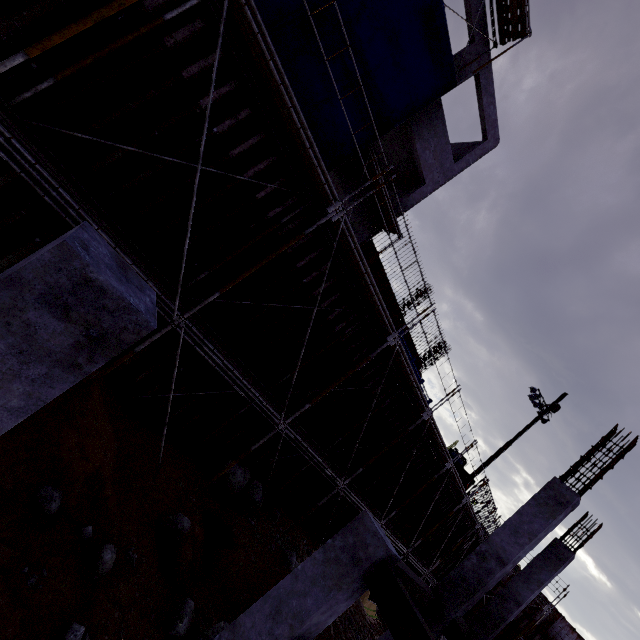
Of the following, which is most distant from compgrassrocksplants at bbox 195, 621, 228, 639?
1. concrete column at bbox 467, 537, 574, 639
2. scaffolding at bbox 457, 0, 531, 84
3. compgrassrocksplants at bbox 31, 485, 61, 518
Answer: scaffolding at bbox 457, 0, 531, 84

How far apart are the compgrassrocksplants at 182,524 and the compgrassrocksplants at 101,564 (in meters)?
1.77

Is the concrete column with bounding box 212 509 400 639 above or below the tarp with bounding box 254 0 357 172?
below

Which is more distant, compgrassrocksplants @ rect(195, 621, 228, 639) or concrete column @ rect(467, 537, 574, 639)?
concrete column @ rect(467, 537, 574, 639)

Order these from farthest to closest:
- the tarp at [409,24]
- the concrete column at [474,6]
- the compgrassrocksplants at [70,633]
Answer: the concrete column at [474,6]
the tarp at [409,24]
the compgrassrocksplants at [70,633]

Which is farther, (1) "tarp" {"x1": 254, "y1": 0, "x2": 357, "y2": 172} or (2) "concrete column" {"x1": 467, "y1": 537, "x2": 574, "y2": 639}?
(2) "concrete column" {"x1": 467, "y1": 537, "x2": 574, "y2": 639}

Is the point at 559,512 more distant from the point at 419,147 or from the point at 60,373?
the point at 419,147

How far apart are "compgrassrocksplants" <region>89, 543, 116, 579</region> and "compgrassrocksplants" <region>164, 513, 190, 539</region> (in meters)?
1.77
